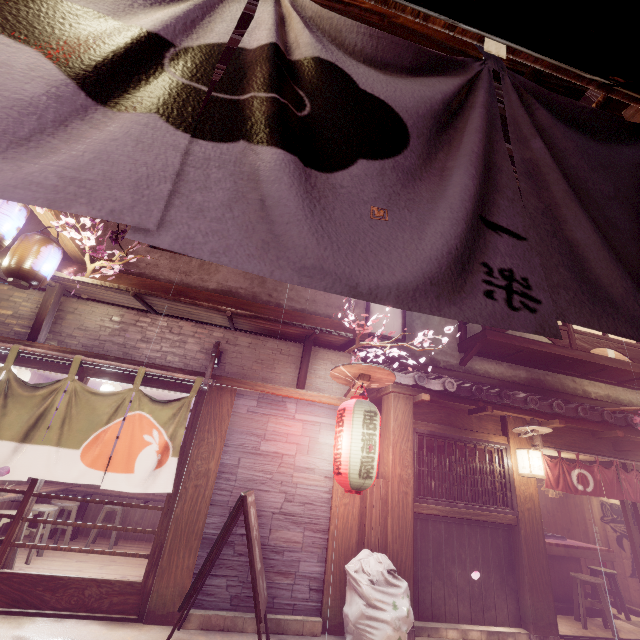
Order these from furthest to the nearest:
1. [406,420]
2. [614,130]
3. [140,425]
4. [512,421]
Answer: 1. [512,421]
2. [406,420]
3. [140,425]
4. [614,130]

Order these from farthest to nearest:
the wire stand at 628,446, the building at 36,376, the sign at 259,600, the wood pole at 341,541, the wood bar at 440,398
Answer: the building at 36,376 → the wire stand at 628,446 → the wood bar at 440,398 → the wood pole at 341,541 → the sign at 259,600

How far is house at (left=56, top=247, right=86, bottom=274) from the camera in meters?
9.5

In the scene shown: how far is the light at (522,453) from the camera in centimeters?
973cm

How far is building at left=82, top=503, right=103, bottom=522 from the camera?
13.0m

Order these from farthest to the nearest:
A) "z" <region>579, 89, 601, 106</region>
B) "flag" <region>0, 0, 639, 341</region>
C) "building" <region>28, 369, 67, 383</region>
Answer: "building" <region>28, 369, 67, 383</region> < "z" <region>579, 89, 601, 106</region> < "flag" <region>0, 0, 639, 341</region>

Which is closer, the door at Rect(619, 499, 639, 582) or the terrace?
the door at Rect(619, 499, 639, 582)

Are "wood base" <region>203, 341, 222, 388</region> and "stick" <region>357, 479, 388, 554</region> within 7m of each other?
yes
